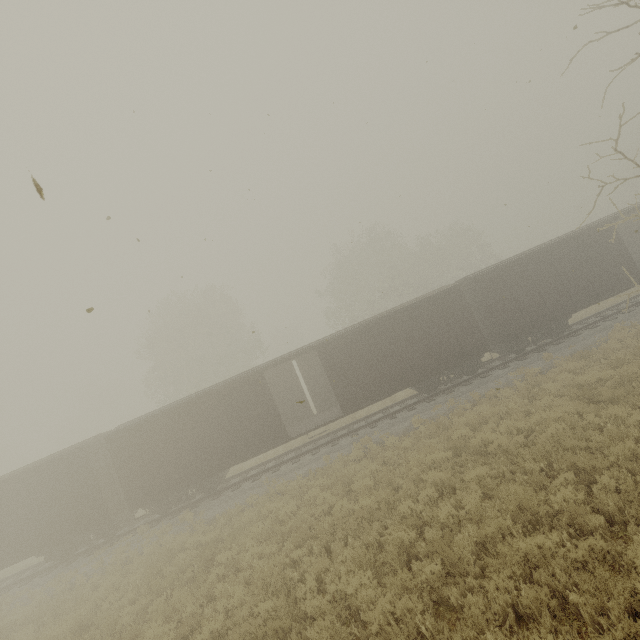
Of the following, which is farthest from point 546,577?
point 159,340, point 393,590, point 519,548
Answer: point 159,340
